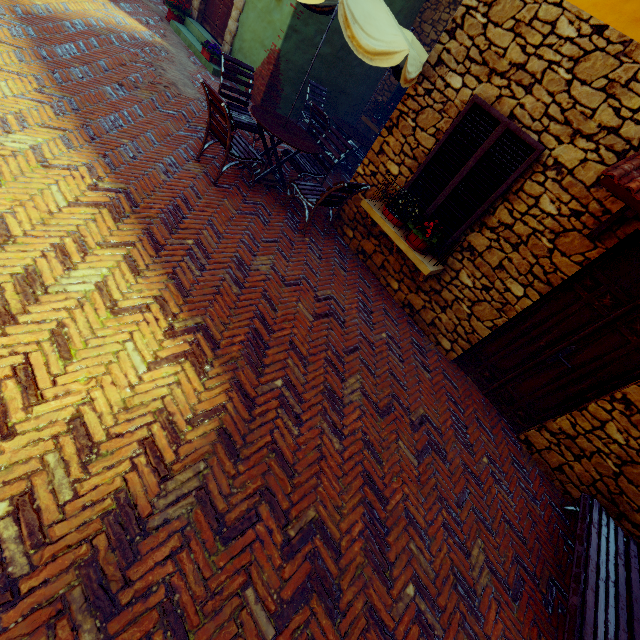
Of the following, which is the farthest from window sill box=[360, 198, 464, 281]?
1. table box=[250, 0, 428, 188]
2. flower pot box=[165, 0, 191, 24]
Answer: flower pot box=[165, 0, 191, 24]

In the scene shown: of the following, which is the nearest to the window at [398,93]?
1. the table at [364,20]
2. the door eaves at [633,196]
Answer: the table at [364,20]

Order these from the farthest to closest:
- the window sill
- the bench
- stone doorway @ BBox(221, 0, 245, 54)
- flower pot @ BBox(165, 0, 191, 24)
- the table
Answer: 1. flower pot @ BBox(165, 0, 191, 24)
2. stone doorway @ BBox(221, 0, 245, 54)
3. the window sill
4. the table
5. the bench

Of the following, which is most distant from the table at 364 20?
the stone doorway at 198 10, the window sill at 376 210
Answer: the stone doorway at 198 10

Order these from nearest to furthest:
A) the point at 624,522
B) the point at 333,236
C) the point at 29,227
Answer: the point at 29,227 < the point at 624,522 < the point at 333,236

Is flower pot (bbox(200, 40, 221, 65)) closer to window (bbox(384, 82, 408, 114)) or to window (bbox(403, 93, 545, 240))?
window (bbox(384, 82, 408, 114))

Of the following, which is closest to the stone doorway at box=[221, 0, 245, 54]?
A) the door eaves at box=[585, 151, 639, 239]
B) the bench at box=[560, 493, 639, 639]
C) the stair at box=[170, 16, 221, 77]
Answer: the stair at box=[170, 16, 221, 77]

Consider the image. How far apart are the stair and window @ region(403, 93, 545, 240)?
6.1 meters
